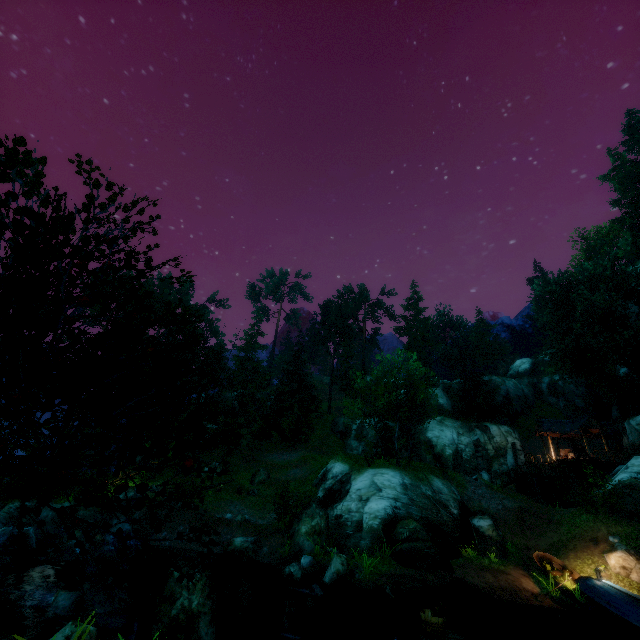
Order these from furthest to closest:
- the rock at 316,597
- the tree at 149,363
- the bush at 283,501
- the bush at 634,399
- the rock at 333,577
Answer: the bush at 634,399 < the bush at 283,501 < the rock at 333,577 < the rock at 316,597 < the tree at 149,363

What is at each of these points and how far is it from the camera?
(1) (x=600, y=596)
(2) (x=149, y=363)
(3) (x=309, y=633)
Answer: (1) boat, 14.2m
(2) tree, 5.4m
(3) rock, 11.4m

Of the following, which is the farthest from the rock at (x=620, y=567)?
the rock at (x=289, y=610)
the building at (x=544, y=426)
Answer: the building at (x=544, y=426)

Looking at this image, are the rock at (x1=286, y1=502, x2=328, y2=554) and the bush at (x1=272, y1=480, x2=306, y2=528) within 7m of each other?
yes

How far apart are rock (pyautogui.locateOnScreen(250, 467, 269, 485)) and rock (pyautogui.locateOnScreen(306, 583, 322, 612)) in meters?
18.8

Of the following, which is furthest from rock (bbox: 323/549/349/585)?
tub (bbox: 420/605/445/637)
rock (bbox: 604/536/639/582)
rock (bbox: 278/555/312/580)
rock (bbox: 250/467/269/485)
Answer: rock (bbox: 250/467/269/485)

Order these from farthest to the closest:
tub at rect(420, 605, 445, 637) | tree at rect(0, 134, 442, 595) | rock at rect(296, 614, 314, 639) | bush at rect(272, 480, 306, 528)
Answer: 1. bush at rect(272, 480, 306, 528)
2. rock at rect(296, 614, 314, 639)
3. tub at rect(420, 605, 445, 637)
4. tree at rect(0, 134, 442, 595)

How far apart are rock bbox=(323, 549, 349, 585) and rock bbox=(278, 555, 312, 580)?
1.02m
